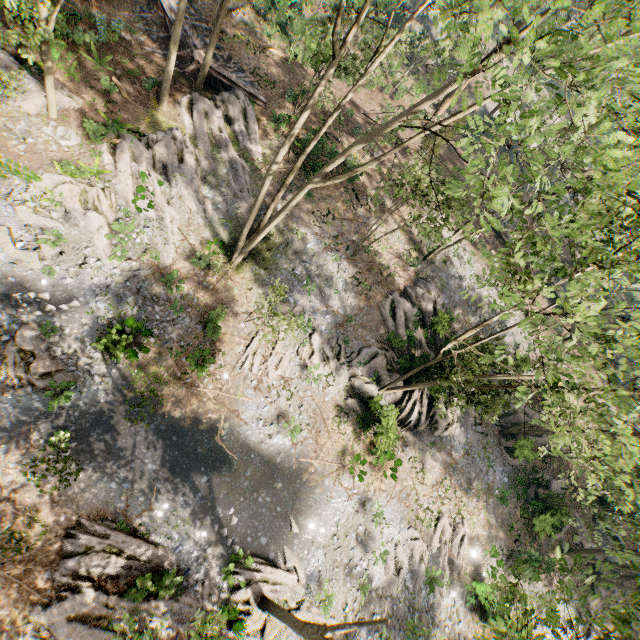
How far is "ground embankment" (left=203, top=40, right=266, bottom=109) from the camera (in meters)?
23.02

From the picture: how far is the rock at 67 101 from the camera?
17.92m

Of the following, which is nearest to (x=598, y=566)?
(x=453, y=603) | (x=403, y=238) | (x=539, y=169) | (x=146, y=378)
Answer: (x=539, y=169)

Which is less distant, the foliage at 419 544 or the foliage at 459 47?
the foliage at 459 47

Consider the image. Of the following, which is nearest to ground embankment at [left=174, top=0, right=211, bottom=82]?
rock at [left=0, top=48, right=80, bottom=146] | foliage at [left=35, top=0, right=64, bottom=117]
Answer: foliage at [left=35, top=0, right=64, bottom=117]

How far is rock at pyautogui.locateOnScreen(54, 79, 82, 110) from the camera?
17.9 meters

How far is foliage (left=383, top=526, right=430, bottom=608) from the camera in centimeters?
1942cm

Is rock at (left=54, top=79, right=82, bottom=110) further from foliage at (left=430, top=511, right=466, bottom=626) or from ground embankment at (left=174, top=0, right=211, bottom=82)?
ground embankment at (left=174, top=0, right=211, bottom=82)
